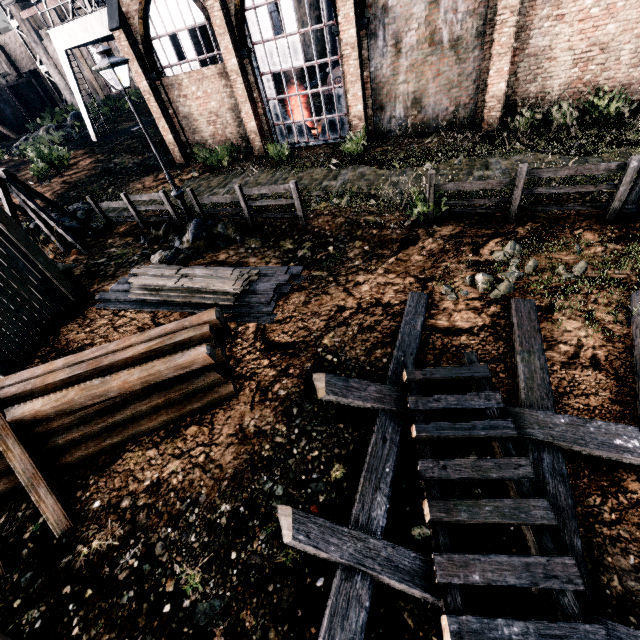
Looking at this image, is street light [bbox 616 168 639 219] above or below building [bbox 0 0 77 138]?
below

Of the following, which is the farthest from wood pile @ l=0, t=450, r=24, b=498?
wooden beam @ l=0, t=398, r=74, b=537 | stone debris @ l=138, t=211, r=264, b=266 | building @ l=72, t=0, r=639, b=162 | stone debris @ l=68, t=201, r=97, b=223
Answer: building @ l=72, t=0, r=639, b=162

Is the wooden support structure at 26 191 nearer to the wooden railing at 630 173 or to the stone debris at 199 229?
the stone debris at 199 229

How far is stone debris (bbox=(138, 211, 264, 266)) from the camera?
10.77m

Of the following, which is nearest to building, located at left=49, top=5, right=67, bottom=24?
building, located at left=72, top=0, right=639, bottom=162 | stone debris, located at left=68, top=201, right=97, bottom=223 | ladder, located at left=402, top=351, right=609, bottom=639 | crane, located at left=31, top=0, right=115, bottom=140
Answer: building, located at left=72, top=0, right=639, bottom=162

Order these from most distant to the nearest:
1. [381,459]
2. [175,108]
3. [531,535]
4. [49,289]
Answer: [175,108] < [49,289] < [381,459] < [531,535]

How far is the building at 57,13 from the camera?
36.1m

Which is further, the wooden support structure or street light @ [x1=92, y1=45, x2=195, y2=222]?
the wooden support structure
